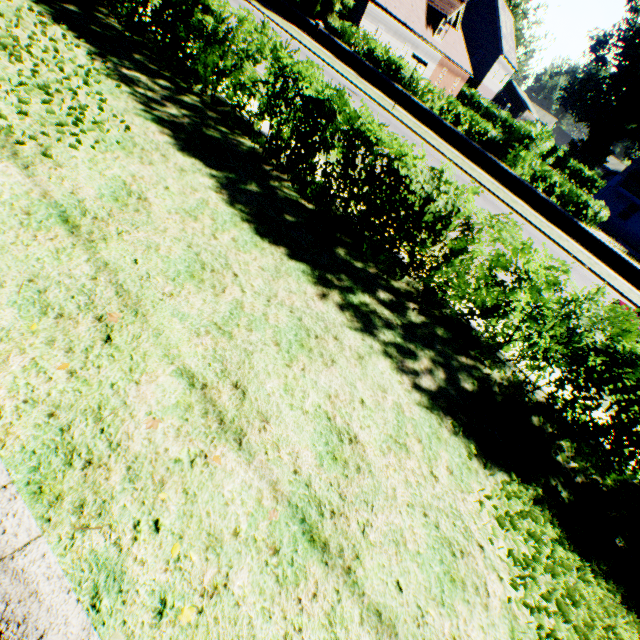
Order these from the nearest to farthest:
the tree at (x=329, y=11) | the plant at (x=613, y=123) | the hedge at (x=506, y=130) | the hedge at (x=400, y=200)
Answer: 1. the hedge at (x=400, y=200)
2. the hedge at (x=506, y=130)
3. the tree at (x=329, y=11)
4. the plant at (x=613, y=123)

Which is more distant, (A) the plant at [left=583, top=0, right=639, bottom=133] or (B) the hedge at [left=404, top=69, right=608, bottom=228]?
(A) the plant at [left=583, top=0, right=639, bottom=133]

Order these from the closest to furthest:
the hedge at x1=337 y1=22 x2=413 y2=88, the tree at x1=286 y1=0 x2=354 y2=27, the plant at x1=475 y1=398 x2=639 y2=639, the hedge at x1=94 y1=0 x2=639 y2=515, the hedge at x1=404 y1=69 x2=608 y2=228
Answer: the plant at x1=475 y1=398 x2=639 y2=639, the hedge at x1=94 y1=0 x2=639 y2=515, the hedge at x1=404 y1=69 x2=608 y2=228, the hedge at x1=337 y1=22 x2=413 y2=88, the tree at x1=286 y1=0 x2=354 y2=27

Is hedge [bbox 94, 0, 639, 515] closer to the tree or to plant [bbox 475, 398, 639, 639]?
the tree

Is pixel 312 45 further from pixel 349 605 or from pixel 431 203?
pixel 349 605

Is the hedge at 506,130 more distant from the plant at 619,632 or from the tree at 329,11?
the plant at 619,632

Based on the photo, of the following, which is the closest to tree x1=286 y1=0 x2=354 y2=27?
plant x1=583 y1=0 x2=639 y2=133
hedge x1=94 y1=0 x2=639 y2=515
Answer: hedge x1=94 y1=0 x2=639 y2=515
